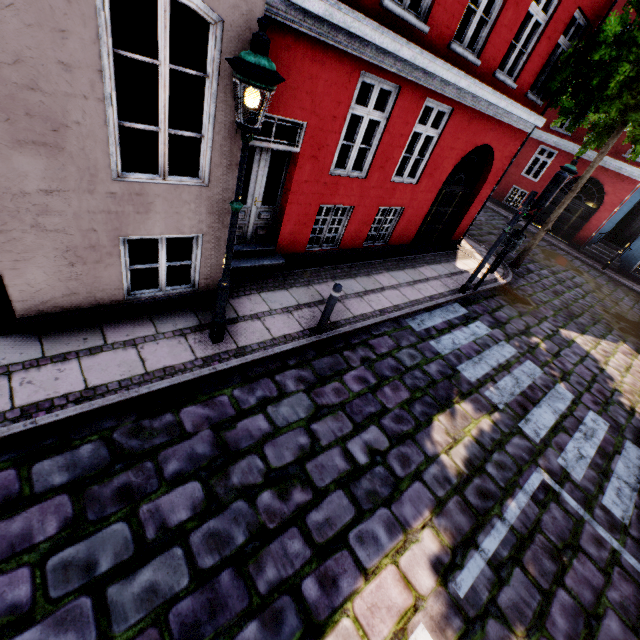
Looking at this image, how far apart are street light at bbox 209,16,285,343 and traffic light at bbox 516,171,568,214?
6.9m

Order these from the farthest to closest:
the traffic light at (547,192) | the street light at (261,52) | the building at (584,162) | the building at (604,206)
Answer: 1. the building at (584,162)
2. the building at (604,206)
3. the traffic light at (547,192)
4. the street light at (261,52)

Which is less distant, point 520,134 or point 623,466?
point 623,466

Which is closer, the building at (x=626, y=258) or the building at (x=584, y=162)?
the building at (x=626, y=258)

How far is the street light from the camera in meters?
2.8

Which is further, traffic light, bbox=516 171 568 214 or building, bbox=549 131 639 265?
building, bbox=549 131 639 265

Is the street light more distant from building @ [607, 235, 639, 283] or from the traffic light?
the traffic light
